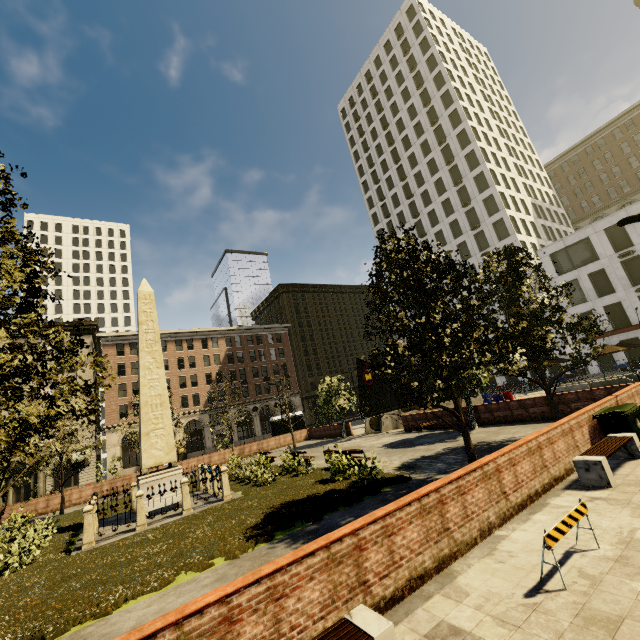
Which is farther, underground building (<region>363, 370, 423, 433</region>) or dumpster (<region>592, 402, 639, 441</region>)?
underground building (<region>363, 370, 423, 433</region>)

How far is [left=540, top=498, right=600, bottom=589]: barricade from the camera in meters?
4.5

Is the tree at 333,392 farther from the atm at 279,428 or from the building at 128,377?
the building at 128,377

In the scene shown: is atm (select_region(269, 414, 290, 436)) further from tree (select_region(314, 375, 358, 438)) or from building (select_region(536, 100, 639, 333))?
building (select_region(536, 100, 639, 333))

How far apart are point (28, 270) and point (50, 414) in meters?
2.2 m

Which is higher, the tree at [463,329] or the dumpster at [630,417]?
the tree at [463,329]

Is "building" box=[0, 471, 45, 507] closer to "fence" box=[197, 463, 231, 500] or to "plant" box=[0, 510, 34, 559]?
"plant" box=[0, 510, 34, 559]

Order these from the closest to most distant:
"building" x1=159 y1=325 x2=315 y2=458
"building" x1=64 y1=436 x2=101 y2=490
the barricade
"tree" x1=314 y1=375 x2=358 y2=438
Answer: the barricade, "tree" x1=314 y1=375 x2=358 y2=438, "building" x1=64 y1=436 x2=101 y2=490, "building" x1=159 y1=325 x2=315 y2=458
